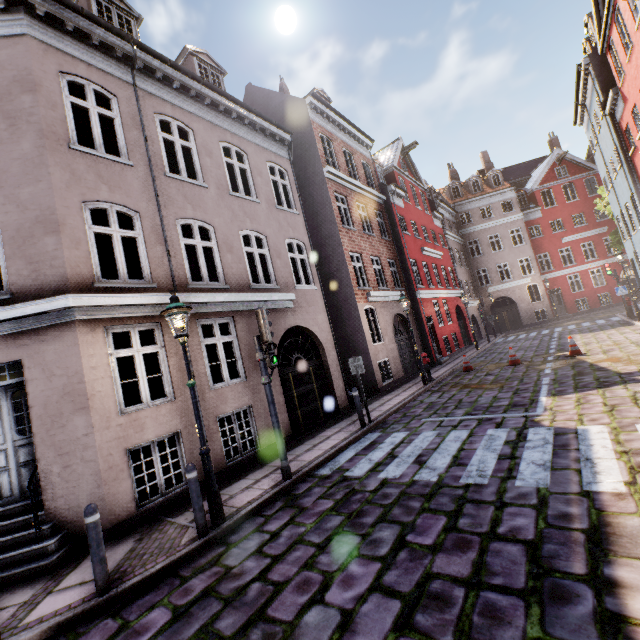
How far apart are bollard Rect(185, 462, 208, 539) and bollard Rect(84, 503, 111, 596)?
1.1m

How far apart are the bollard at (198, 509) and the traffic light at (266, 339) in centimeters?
223cm

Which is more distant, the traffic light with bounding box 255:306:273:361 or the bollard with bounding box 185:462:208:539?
the traffic light with bounding box 255:306:273:361

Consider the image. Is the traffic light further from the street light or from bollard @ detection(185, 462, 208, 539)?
bollard @ detection(185, 462, 208, 539)

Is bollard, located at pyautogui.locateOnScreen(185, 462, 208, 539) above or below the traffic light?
below

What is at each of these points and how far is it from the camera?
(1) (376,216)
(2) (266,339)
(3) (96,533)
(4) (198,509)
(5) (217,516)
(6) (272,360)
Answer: (1) building, 19.8m
(2) traffic light, 6.5m
(3) bollard, 4.1m
(4) bollard, 5.0m
(5) street light, 5.2m
(6) pedestrian light, 6.8m

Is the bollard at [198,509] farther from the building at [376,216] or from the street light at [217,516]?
the building at [376,216]

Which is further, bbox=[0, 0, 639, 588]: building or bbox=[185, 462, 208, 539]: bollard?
bbox=[0, 0, 639, 588]: building
